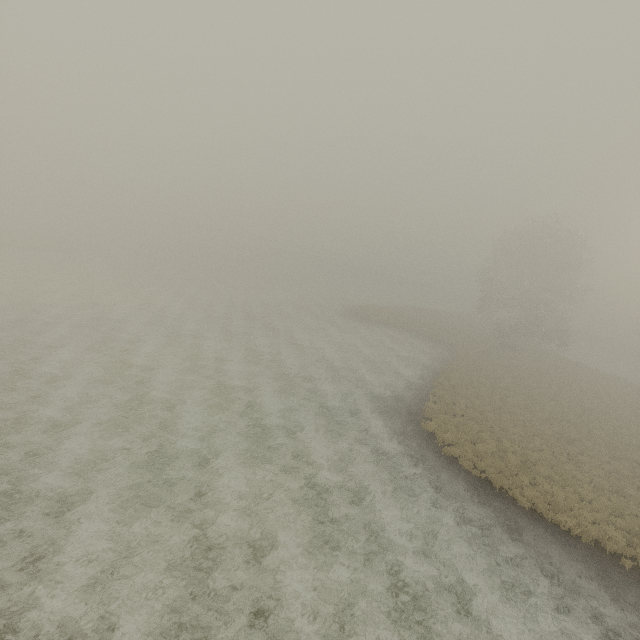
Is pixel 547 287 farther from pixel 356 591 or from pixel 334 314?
pixel 356 591
